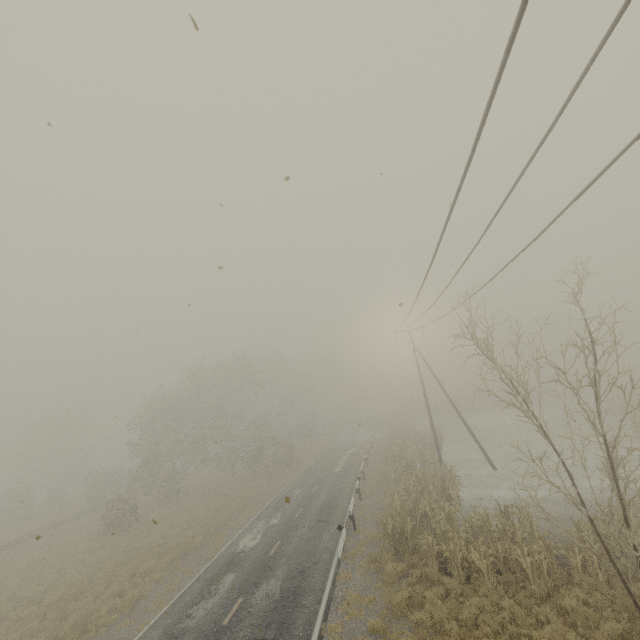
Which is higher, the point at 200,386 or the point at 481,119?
the point at 200,386
